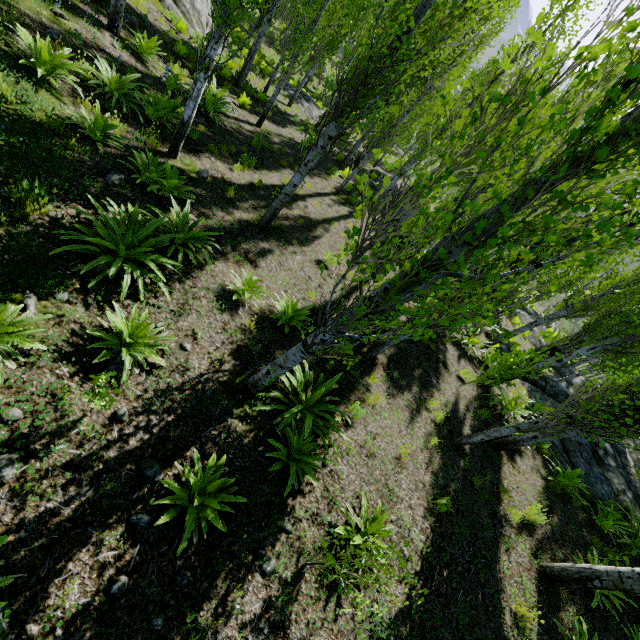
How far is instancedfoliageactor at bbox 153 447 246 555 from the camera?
3.4m

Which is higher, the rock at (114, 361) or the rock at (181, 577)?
the rock at (181, 577)

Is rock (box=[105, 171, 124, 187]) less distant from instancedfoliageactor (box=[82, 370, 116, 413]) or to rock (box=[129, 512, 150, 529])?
instancedfoliageactor (box=[82, 370, 116, 413])

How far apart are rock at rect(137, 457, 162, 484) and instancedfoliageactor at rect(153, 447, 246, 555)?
0.4m

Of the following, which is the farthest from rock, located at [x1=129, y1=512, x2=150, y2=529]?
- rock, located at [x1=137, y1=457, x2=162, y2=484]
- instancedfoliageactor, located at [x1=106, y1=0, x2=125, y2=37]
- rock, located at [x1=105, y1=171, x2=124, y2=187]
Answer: rock, located at [x1=105, y1=171, x2=124, y2=187]

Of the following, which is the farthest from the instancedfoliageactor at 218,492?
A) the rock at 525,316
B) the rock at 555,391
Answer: the rock at 525,316

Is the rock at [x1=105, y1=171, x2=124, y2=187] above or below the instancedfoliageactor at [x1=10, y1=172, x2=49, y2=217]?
below

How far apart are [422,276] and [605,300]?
18.9 meters
